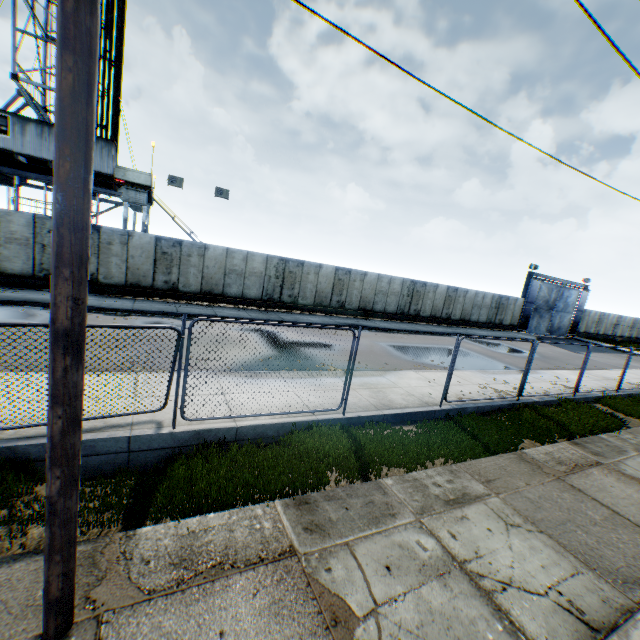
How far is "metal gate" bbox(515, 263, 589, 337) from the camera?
32.3m

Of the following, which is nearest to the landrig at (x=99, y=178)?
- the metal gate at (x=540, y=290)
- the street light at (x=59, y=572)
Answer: the street light at (x=59, y=572)

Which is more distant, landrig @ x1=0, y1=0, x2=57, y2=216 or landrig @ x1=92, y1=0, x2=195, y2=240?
landrig @ x1=92, y1=0, x2=195, y2=240

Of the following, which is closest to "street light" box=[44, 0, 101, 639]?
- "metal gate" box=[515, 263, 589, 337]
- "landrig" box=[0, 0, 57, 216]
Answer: "landrig" box=[0, 0, 57, 216]

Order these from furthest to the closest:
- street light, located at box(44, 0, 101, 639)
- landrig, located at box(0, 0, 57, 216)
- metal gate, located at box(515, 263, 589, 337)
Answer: metal gate, located at box(515, 263, 589, 337), landrig, located at box(0, 0, 57, 216), street light, located at box(44, 0, 101, 639)

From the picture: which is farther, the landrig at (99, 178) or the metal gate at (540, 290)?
the metal gate at (540, 290)

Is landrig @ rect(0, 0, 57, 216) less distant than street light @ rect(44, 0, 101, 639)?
No

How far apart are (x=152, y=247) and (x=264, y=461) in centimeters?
1511cm
